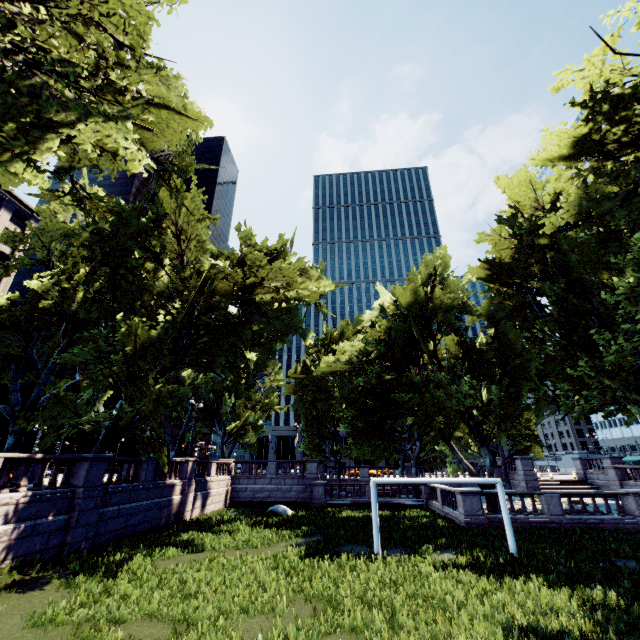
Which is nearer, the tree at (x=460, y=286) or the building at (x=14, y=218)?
the tree at (x=460, y=286)

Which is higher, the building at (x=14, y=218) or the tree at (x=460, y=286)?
the building at (x=14, y=218)

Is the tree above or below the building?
below

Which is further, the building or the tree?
the building

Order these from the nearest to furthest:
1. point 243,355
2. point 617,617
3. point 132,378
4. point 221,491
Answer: point 617,617 < point 132,378 < point 243,355 < point 221,491
